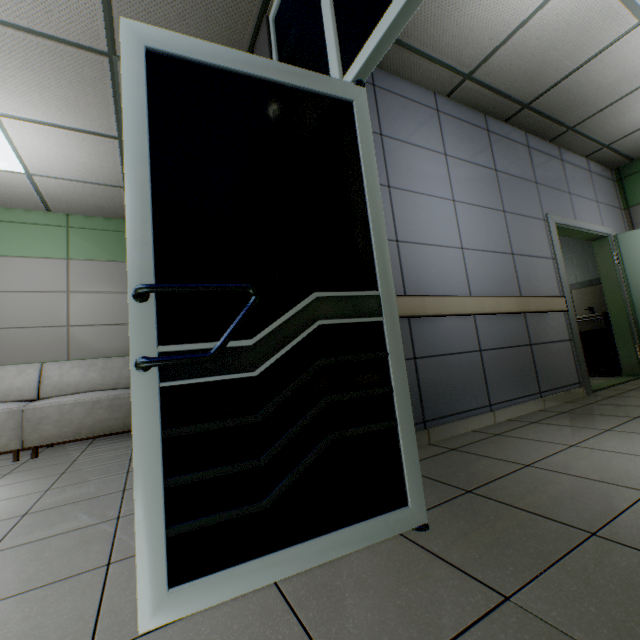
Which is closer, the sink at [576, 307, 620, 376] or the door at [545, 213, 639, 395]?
the door at [545, 213, 639, 395]

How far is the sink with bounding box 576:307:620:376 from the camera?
4.90m

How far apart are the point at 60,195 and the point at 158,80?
4.3m

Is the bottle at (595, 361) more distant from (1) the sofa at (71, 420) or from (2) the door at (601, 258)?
(1) the sofa at (71, 420)

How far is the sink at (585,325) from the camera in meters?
4.9

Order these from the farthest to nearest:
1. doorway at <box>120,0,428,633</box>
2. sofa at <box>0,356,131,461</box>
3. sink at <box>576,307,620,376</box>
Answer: sink at <box>576,307,620,376</box> → sofa at <box>0,356,131,461</box> → doorway at <box>120,0,428,633</box>

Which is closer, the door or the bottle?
the door

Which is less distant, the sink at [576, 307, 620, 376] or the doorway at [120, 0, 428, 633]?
the doorway at [120, 0, 428, 633]
